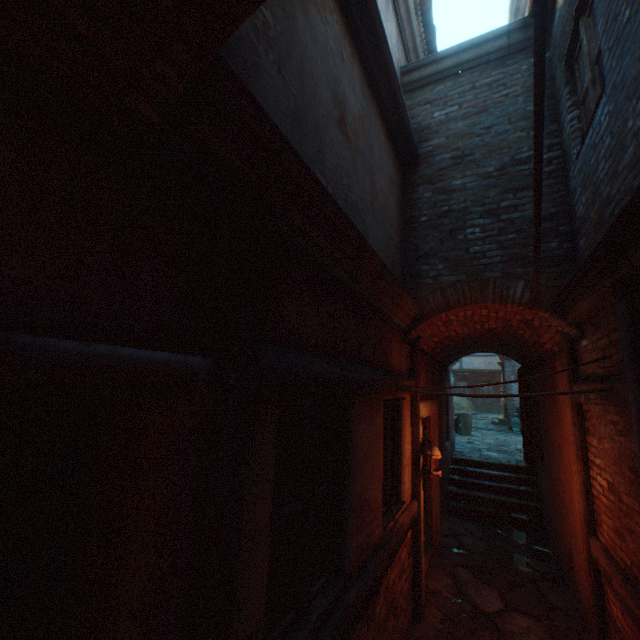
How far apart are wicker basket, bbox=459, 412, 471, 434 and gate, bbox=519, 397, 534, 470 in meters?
5.4

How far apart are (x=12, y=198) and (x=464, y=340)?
7.3 meters

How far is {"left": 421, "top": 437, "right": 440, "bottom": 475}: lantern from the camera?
4.44m

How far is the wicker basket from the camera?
14.03m

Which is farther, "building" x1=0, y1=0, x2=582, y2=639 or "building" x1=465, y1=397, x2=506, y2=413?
"building" x1=465, y1=397, x2=506, y2=413

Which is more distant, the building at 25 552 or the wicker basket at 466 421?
the wicker basket at 466 421

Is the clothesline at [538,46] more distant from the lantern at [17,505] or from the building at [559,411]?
the lantern at [17,505]

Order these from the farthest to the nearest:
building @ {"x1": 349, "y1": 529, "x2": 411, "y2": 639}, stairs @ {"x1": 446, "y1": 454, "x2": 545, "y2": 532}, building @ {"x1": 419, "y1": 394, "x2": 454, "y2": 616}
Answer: stairs @ {"x1": 446, "y1": 454, "x2": 545, "y2": 532} → building @ {"x1": 419, "y1": 394, "x2": 454, "y2": 616} → building @ {"x1": 349, "y1": 529, "x2": 411, "y2": 639}
